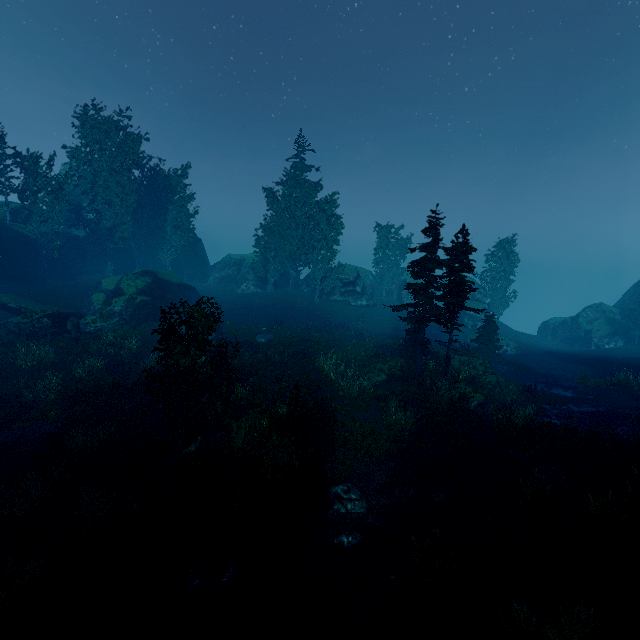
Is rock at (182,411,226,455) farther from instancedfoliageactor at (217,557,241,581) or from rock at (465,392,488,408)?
rock at (465,392,488,408)

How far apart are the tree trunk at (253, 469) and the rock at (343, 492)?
2.66m

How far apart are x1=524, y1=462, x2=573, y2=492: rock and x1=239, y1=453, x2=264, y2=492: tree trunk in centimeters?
1062cm

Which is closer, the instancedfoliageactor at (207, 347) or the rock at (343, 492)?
the rock at (343, 492)

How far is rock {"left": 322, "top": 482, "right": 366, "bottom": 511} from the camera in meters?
12.2

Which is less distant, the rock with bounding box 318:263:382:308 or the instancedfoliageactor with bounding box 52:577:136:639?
the instancedfoliageactor with bounding box 52:577:136:639

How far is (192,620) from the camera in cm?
851

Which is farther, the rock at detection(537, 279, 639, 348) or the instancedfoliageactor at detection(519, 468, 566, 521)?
the rock at detection(537, 279, 639, 348)
